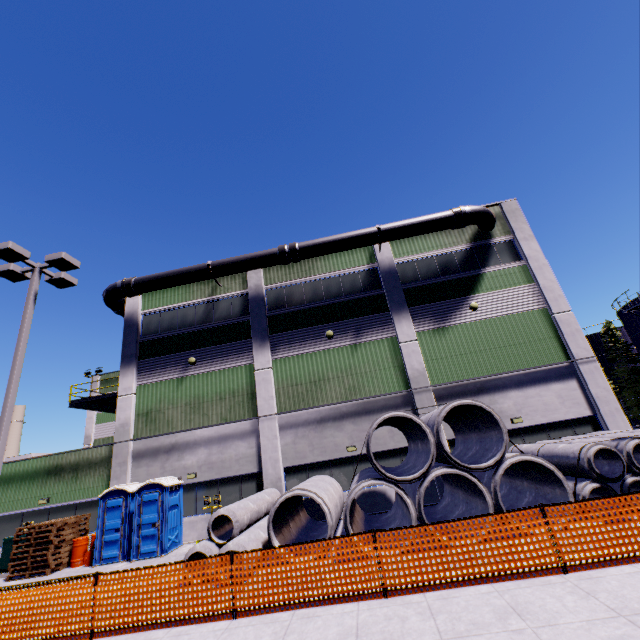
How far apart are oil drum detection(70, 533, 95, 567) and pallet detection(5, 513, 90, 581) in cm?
17

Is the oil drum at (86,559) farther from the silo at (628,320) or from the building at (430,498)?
the silo at (628,320)

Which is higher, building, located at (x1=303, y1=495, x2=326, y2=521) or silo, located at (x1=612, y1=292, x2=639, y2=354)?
silo, located at (x1=612, y1=292, x2=639, y2=354)

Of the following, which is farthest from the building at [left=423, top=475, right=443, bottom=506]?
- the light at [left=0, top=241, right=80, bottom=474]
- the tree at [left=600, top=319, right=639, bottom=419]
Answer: the tree at [left=600, top=319, right=639, bottom=419]

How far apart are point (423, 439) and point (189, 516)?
12.4m

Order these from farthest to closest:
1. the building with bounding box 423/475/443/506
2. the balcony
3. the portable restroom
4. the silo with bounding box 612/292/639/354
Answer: the silo with bounding box 612/292/639/354 → the balcony → the building with bounding box 423/475/443/506 → the portable restroom

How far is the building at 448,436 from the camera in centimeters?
1508cm

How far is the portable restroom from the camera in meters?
13.5
